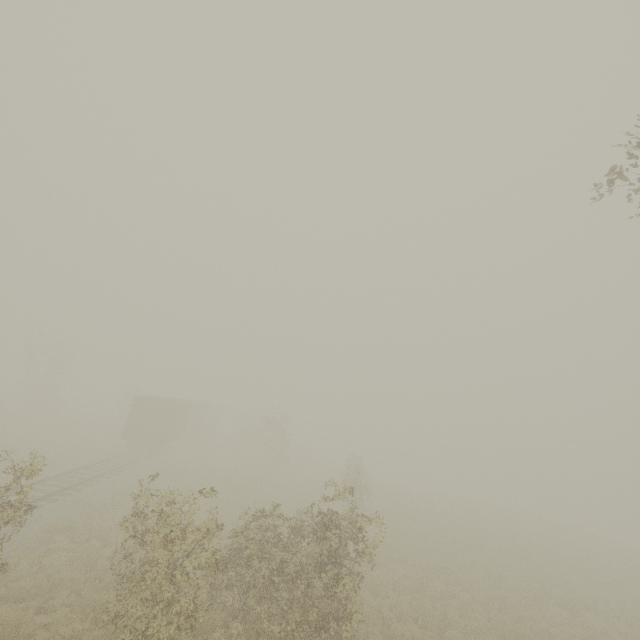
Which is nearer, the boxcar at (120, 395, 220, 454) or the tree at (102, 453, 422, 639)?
the tree at (102, 453, 422, 639)

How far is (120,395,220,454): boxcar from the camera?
27.5m

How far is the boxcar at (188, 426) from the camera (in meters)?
27.52

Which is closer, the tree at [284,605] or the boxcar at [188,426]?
the tree at [284,605]

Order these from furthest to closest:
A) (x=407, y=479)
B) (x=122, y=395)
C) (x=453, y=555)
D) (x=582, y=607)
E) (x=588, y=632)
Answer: (x=407, y=479) → (x=122, y=395) → (x=453, y=555) → (x=582, y=607) → (x=588, y=632)
